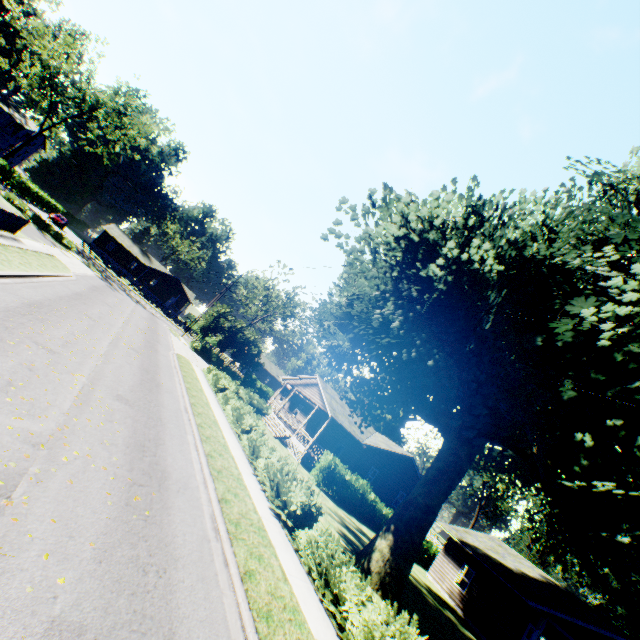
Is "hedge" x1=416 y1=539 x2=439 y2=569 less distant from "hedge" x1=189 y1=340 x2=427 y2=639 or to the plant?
the plant

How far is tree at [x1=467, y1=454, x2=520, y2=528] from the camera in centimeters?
4903cm

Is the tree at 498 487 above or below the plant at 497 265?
above

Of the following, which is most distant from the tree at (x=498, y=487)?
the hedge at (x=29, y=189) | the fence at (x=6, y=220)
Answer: the hedge at (x=29, y=189)

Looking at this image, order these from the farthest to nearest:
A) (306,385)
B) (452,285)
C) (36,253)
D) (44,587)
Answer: (306,385)
(36,253)
(452,285)
(44,587)

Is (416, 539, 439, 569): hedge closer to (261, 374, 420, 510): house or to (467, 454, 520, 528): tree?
(261, 374, 420, 510): house

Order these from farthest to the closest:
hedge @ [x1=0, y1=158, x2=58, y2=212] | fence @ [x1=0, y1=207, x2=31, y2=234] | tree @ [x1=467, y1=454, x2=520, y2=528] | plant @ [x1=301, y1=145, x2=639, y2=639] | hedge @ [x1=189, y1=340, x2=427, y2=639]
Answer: tree @ [x1=467, y1=454, x2=520, y2=528] → hedge @ [x1=0, y1=158, x2=58, y2=212] → fence @ [x1=0, y1=207, x2=31, y2=234] → plant @ [x1=301, y1=145, x2=639, y2=639] → hedge @ [x1=189, y1=340, x2=427, y2=639]

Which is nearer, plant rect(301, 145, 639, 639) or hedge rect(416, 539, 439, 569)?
plant rect(301, 145, 639, 639)
